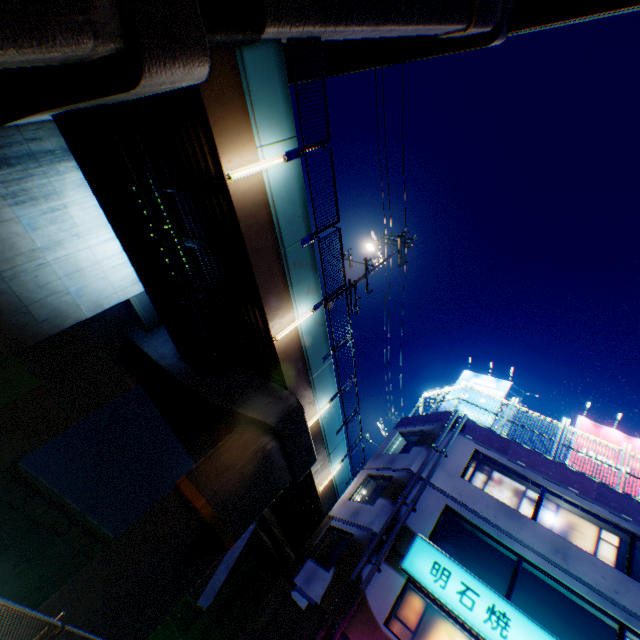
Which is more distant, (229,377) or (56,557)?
(56,557)

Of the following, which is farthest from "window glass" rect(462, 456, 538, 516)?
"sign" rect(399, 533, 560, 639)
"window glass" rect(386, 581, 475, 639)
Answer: "window glass" rect(386, 581, 475, 639)

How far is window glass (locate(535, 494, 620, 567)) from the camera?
11.4m

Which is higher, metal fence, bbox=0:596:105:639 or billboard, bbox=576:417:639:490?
billboard, bbox=576:417:639:490

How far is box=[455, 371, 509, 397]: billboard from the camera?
18.3m

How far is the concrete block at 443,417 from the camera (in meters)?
16.03

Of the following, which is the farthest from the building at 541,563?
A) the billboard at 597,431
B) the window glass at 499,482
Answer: the billboard at 597,431

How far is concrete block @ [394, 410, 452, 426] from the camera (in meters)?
16.03
